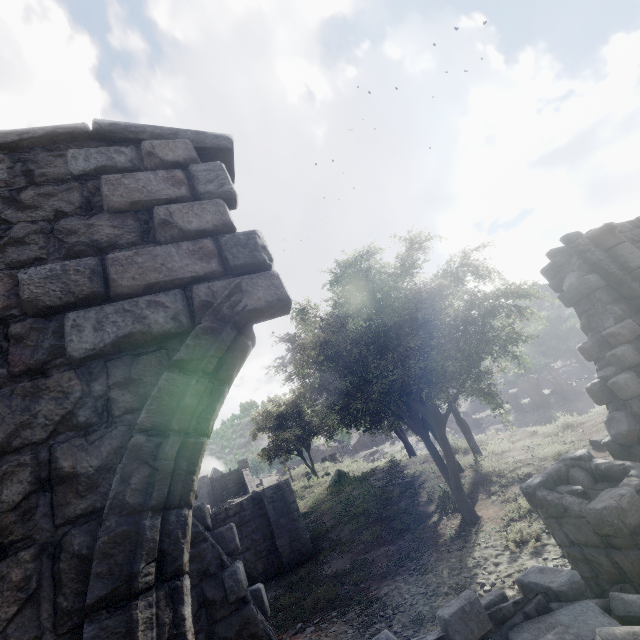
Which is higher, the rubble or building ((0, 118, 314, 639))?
building ((0, 118, 314, 639))

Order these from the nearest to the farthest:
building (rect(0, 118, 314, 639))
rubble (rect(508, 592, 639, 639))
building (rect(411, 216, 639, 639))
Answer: building (rect(0, 118, 314, 639)), rubble (rect(508, 592, 639, 639)), building (rect(411, 216, 639, 639))

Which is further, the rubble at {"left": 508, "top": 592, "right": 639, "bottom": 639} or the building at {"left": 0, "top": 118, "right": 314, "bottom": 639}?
the rubble at {"left": 508, "top": 592, "right": 639, "bottom": 639}

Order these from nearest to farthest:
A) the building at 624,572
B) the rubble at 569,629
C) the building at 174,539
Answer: the building at 174,539, the rubble at 569,629, the building at 624,572

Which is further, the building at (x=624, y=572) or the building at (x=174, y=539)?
the building at (x=624, y=572)

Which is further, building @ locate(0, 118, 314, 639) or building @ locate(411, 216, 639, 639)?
building @ locate(411, 216, 639, 639)

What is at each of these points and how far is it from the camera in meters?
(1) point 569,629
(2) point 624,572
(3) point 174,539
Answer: (1) rubble, 3.6 m
(2) building, 4.5 m
(3) building, 1.6 m
